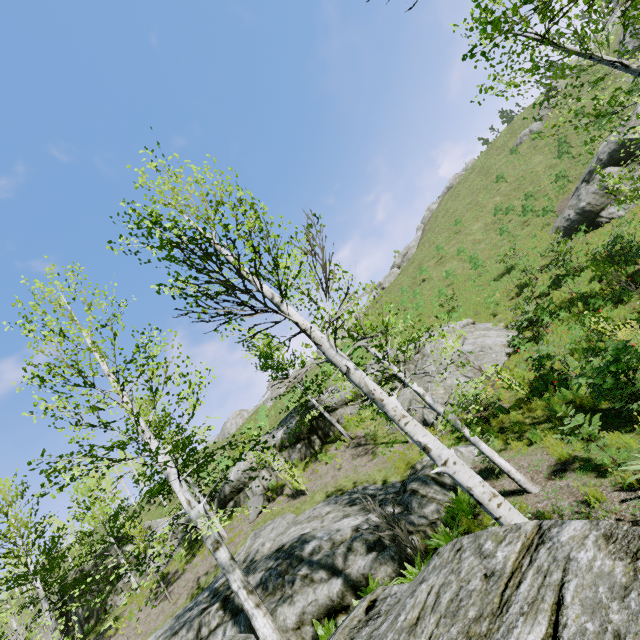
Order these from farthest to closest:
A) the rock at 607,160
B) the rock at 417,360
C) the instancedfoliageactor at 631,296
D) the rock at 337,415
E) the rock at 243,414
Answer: the rock at 243,414
the rock at 337,415
the rock at 607,160
the rock at 417,360
the instancedfoliageactor at 631,296

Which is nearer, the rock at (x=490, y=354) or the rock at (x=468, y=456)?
the rock at (x=468, y=456)

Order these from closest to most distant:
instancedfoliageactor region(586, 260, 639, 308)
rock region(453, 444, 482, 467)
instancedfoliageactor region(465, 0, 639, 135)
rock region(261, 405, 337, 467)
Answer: instancedfoliageactor region(465, 0, 639, 135) < rock region(453, 444, 482, 467) < instancedfoliageactor region(586, 260, 639, 308) < rock region(261, 405, 337, 467)

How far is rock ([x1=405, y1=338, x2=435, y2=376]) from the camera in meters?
18.0

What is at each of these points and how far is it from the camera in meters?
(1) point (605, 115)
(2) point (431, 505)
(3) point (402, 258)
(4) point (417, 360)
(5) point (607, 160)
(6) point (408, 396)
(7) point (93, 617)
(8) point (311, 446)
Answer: (1) instancedfoliageactor, 6.0 m
(2) rock, 8.3 m
(3) rock, 54.2 m
(4) rock, 19.0 m
(5) rock, 20.3 m
(6) rock, 16.7 m
(7) rock, 19.9 m
(8) rock, 20.0 m

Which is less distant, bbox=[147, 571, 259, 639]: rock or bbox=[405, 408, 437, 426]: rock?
bbox=[147, 571, 259, 639]: rock
